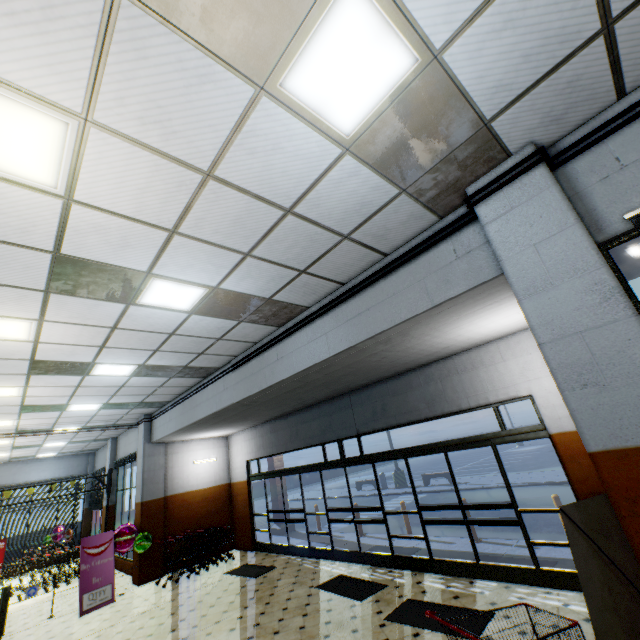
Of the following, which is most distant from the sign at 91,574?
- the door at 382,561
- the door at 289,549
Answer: the door at 382,561

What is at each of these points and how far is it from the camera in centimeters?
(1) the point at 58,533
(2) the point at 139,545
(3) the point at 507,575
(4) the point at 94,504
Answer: (1) foil balloon, 1545cm
(2) foil balloon, 951cm
(3) door, 559cm
(4) curtain, 1590cm

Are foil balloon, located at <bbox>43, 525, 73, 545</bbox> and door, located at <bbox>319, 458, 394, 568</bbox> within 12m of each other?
no

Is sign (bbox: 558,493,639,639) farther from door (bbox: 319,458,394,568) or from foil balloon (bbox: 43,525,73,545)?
foil balloon (bbox: 43,525,73,545)

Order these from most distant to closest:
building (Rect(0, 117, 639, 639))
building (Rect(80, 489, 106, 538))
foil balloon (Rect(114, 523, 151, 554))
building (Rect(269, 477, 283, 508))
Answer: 1. building (Rect(80, 489, 106, 538))
2. building (Rect(269, 477, 283, 508))
3. foil balloon (Rect(114, 523, 151, 554))
4. building (Rect(0, 117, 639, 639))

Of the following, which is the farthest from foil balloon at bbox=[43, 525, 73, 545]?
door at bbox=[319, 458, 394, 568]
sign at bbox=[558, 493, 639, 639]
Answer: sign at bbox=[558, 493, 639, 639]

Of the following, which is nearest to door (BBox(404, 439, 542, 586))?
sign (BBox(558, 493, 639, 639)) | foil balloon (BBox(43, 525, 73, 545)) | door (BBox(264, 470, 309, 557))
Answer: sign (BBox(558, 493, 639, 639))

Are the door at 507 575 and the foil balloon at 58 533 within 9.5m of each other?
no
